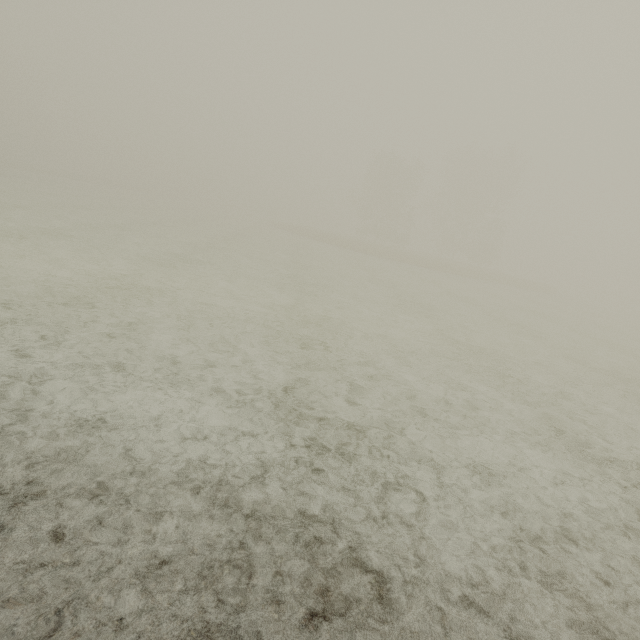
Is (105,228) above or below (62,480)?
below
